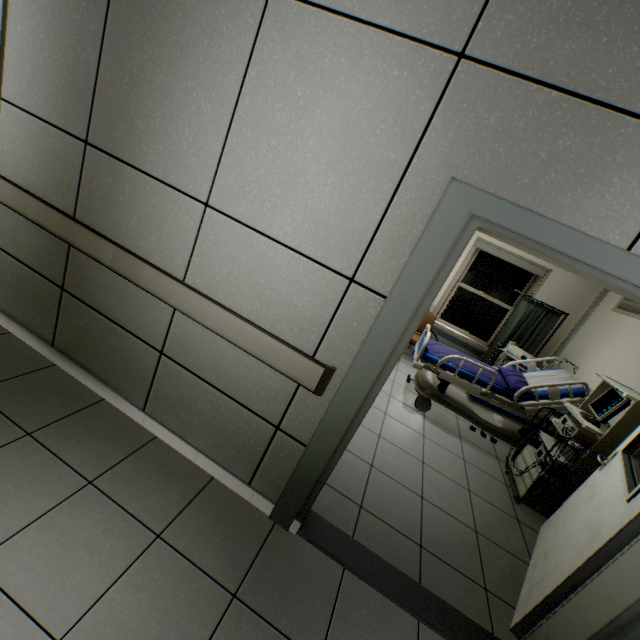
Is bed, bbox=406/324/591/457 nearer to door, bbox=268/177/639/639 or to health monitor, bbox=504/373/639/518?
health monitor, bbox=504/373/639/518

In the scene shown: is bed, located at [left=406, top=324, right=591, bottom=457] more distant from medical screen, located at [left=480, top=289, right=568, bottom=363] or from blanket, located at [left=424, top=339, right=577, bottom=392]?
medical screen, located at [left=480, top=289, right=568, bottom=363]

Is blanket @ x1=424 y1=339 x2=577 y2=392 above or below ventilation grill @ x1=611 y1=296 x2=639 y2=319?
below

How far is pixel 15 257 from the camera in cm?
236

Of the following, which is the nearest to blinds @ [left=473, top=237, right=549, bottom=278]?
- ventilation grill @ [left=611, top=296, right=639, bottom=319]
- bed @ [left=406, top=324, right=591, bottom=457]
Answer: ventilation grill @ [left=611, top=296, right=639, bottom=319]

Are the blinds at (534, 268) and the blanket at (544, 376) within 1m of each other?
no

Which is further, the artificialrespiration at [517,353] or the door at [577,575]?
the artificialrespiration at [517,353]

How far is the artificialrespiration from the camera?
4.76m
